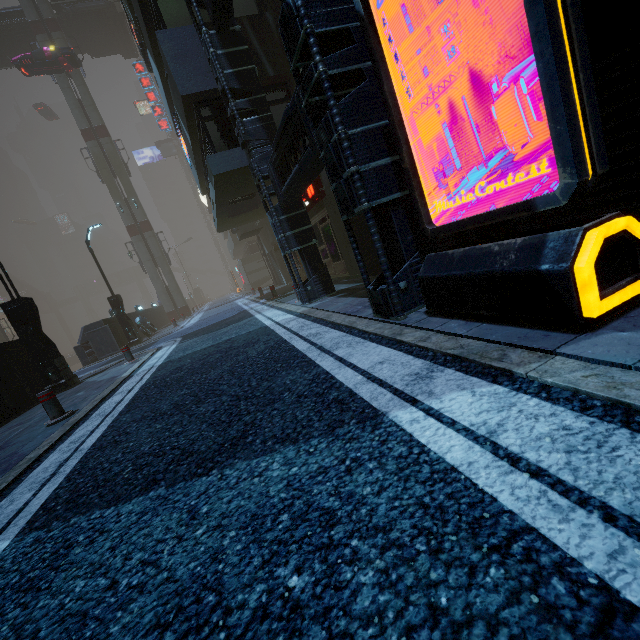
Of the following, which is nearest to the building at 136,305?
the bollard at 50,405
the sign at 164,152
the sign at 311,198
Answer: the sign at 311,198

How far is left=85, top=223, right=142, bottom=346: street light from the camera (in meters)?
17.55

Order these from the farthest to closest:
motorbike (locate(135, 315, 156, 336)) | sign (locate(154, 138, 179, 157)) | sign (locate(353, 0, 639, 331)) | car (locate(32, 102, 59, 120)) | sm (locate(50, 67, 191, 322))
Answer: sign (locate(154, 138, 179, 157))
car (locate(32, 102, 59, 120))
sm (locate(50, 67, 191, 322))
motorbike (locate(135, 315, 156, 336))
sign (locate(353, 0, 639, 331))

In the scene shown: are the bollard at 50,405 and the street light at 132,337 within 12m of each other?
no

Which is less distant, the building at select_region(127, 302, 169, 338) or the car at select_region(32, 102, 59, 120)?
the building at select_region(127, 302, 169, 338)

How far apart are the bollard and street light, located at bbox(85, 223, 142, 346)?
13.4 meters

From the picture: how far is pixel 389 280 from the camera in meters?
3.9

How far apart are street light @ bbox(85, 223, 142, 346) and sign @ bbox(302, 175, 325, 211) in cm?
1046
